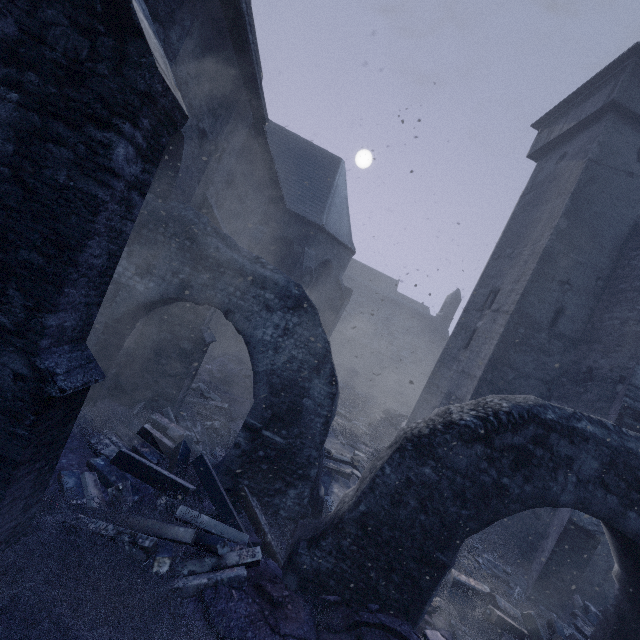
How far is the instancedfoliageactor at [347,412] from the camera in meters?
8.3

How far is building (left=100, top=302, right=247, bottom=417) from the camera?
6.99m

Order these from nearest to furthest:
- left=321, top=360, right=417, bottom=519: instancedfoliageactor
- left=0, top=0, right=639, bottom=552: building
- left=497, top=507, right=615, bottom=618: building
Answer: left=0, top=0, right=639, bottom=552: building < left=497, top=507, right=615, bottom=618: building < left=321, top=360, right=417, bottom=519: instancedfoliageactor

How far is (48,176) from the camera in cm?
267

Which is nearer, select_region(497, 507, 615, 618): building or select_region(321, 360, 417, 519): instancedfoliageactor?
select_region(497, 507, 615, 618): building

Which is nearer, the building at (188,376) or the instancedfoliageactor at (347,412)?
the building at (188,376)

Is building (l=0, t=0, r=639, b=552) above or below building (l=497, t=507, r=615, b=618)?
above
